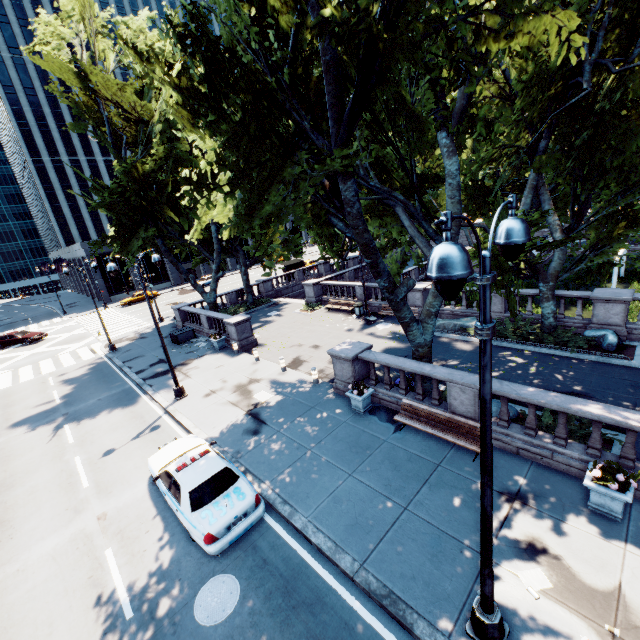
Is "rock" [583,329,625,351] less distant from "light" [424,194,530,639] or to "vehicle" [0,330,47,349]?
"light" [424,194,530,639]

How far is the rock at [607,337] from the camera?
14.08m

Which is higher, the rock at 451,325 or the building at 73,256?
the building at 73,256

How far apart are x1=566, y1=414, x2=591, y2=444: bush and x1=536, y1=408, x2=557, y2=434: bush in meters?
0.2

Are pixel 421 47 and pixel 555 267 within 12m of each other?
no

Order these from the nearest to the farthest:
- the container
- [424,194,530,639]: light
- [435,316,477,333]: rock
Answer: [424,194,530,639]: light
[435,316,477,333]: rock
the container

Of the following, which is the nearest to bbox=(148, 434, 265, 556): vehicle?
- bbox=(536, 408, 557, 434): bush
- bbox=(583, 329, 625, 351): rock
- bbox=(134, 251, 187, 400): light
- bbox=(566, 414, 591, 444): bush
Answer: bbox=(134, 251, 187, 400): light

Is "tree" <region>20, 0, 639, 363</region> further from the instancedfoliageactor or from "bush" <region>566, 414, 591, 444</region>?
the instancedfoliageactor
